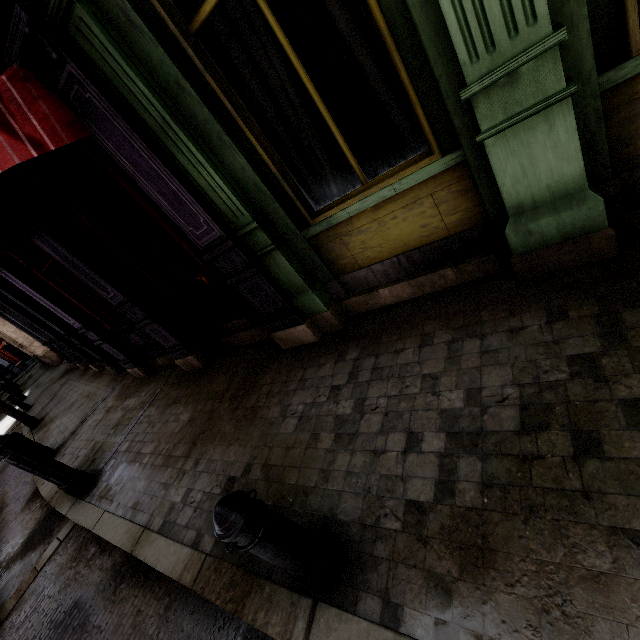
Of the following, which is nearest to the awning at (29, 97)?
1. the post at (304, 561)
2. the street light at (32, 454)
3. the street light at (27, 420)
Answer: the street light at (32, 454)

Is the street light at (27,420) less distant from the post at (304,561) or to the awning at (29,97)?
the awning at (29,97)

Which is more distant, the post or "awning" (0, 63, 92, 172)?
"awning" (0, 63, 92, 172)

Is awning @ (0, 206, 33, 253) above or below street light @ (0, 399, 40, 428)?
above

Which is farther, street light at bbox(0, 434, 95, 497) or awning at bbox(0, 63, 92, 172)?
street light at bbox(0, 434, 95, 497)

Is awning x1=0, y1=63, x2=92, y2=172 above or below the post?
above

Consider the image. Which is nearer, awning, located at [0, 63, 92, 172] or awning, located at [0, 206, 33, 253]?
awning, located at [0, 63, 92, 172]

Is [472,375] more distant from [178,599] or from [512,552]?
[178,599]
